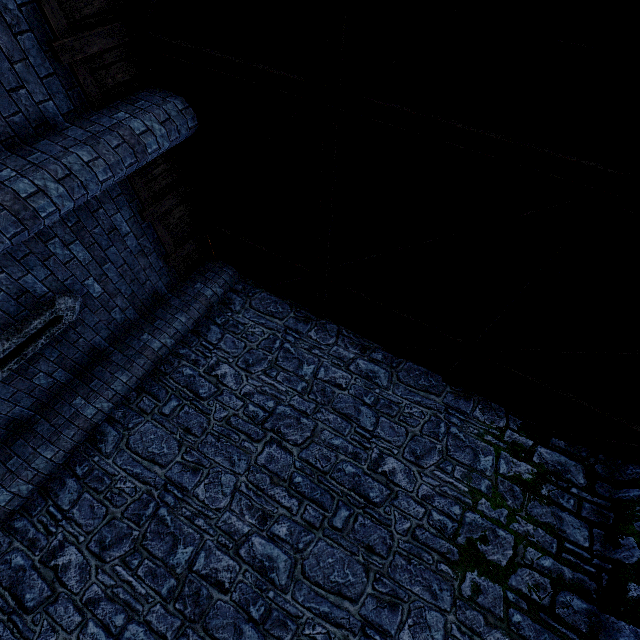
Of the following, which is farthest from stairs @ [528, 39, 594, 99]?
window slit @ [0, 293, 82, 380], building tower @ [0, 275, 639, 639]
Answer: window slit @ [0, 293, 82, 380]

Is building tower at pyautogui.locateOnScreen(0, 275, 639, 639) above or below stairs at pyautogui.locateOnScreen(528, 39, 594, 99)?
below

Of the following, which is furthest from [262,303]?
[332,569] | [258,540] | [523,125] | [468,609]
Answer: [468,609]

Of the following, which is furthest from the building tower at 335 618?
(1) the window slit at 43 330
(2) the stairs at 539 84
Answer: (1) the window slit at 43 330

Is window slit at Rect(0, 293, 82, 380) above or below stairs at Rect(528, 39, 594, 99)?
below

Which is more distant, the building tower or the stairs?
the building tower

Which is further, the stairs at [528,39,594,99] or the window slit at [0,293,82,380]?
the window slit at [0,293,82,380]
